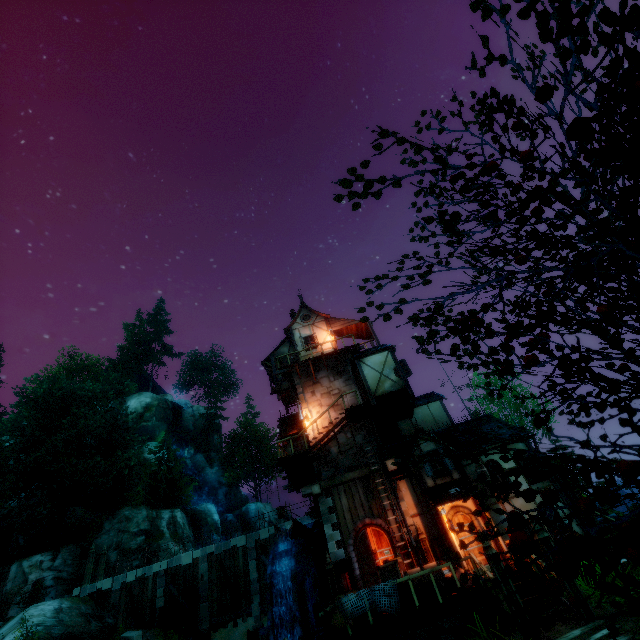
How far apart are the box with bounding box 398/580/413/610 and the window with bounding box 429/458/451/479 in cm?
416

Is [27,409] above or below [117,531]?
above

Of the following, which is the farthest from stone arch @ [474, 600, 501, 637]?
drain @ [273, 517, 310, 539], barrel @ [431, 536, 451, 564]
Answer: drain @ [273, 517, 310, 539]

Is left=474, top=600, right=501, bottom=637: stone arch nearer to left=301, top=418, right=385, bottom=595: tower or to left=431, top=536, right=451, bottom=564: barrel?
left=301, top=418, right=385, bottom=595: tower

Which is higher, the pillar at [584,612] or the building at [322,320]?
the building at [322,320]

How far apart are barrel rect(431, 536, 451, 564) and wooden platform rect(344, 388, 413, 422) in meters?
6.3 m

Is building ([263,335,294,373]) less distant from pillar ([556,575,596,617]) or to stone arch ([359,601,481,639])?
stone arch ([359,601,481,639])

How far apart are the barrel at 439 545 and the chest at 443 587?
1.4m
